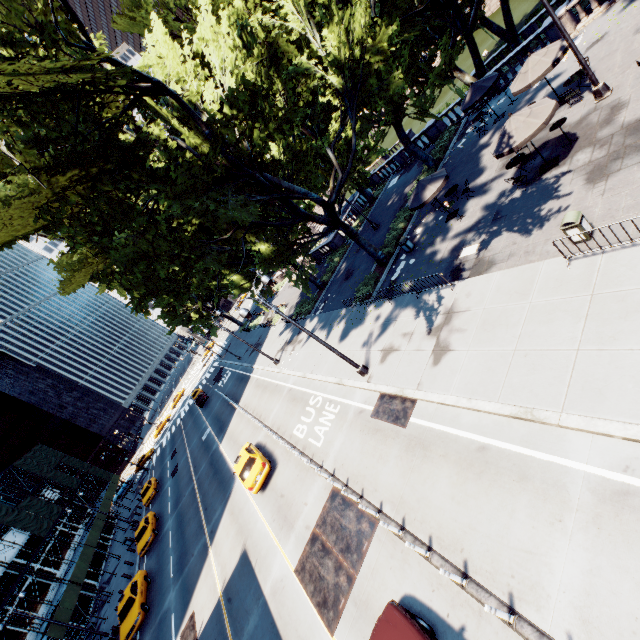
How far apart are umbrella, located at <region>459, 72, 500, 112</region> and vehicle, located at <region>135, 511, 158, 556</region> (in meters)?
42.16

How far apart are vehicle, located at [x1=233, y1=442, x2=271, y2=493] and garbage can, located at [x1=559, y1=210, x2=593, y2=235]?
17.7 meters

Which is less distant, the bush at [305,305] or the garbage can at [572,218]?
the garbage can at [572,218]

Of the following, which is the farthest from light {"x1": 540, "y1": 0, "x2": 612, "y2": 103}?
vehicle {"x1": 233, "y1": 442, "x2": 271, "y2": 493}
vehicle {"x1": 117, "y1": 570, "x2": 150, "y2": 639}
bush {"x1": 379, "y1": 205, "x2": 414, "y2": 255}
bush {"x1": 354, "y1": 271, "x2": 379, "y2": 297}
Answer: vehicle {"x1": 117, "y1": 570, "x2": 150, "y2": 639}

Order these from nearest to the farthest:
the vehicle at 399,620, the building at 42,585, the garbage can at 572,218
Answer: the vehicle at 399,620 → the garbage can at 572,218 → the building at 42,585

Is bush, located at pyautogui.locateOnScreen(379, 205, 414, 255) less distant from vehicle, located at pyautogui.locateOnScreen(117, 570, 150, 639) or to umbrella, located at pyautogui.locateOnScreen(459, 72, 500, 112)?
umbrella, located at pyautogui.locateOnScreen(459, 72, 500, 112)

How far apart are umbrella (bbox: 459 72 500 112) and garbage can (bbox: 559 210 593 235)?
14.4m

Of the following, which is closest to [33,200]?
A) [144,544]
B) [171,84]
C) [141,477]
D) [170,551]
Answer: [171,84]
